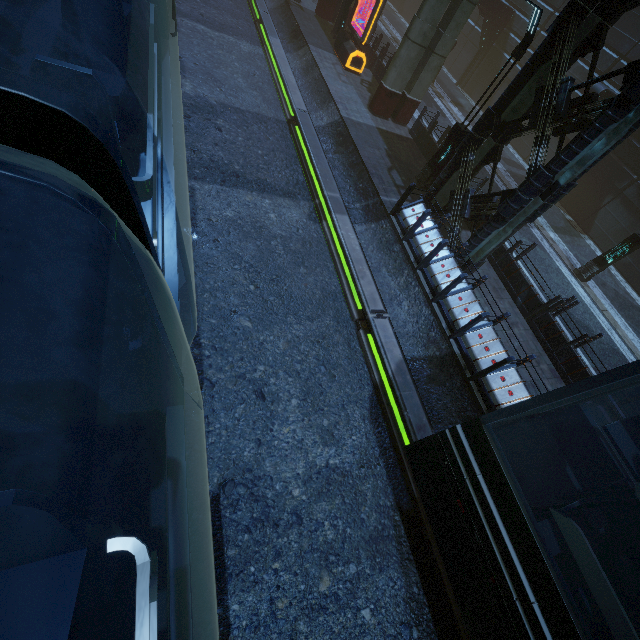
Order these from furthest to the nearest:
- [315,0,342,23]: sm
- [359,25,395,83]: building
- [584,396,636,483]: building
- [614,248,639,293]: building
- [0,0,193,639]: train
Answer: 1. [315,0,342,23]: sm
2. [359,25,395,83]: building
3. [614,248,639,293]: building
4. [584,396,636,483]: building
5. [0,0,193,639]: train

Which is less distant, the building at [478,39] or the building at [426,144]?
the building at [426,144]

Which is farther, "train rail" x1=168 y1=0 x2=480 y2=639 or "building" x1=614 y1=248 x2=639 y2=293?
"building" x1=614 y1=248 x2=639 y2=293

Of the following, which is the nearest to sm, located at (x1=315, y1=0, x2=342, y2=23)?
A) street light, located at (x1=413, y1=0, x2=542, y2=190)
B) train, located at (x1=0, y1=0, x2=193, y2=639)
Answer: train, located at (x1=0, y1=0, x2=193, y2=639)

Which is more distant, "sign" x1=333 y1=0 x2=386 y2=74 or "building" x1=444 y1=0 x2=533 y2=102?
"building" x1=444 y1=0 x2=533 y2=102

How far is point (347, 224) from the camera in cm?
1035

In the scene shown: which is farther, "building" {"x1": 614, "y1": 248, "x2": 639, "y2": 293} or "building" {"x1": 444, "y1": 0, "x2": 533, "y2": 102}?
"building" {"x1": 444, "y1": 0, "x2": 533, "y2": 102}

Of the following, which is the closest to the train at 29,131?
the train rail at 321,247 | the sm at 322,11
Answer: the train rail at 321,247
